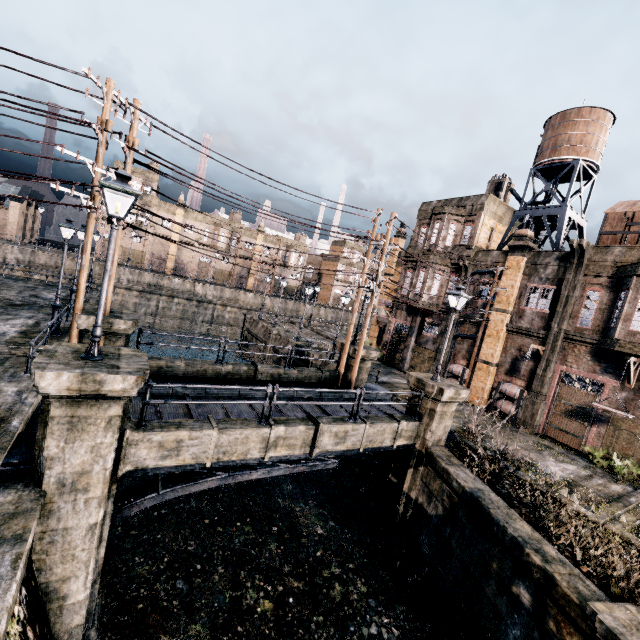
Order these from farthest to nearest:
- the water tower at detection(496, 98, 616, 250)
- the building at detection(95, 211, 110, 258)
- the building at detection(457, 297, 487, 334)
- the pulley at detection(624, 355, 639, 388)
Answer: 1. the building at detection(95, 211, 110, 258)
2. the building at detection(457, 297, 487, 334)
3. the water tower at detection(496, 98, 616, 250)
4. the pulley at detection(624, 355, 639, 388)

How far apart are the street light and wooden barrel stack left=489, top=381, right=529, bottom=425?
22.61m

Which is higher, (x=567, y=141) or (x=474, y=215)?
(x=567, y=141)

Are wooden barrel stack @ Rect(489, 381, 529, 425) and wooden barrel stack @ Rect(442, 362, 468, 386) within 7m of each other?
yes

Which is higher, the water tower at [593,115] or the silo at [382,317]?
the water tower at [593,115]

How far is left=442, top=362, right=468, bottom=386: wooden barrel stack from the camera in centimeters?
2420cm

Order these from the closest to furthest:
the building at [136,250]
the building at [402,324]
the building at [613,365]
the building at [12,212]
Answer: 1. the building at [613,365]
2. the building at [402,324]
3. the building at [12,212]
4. the building at [136,250]

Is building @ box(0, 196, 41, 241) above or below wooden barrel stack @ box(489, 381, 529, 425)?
above
